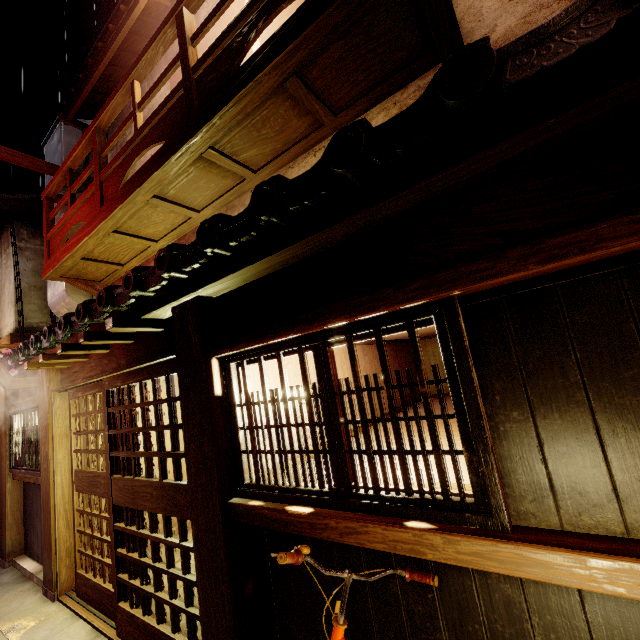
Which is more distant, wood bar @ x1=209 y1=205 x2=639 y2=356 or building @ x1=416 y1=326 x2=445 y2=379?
building @ x1=416 y1=326 x2=445 y2=379

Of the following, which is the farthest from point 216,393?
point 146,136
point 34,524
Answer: point 34,524

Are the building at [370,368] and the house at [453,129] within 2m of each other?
no

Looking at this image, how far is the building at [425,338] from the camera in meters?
10.4 m

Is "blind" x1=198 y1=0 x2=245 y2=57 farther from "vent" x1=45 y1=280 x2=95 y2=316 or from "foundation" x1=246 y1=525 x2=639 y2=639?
"foundation" x1=246 y1=525 x2=639 y2=639

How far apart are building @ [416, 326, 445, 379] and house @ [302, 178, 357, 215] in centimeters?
977cm

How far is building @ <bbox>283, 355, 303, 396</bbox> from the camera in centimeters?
656cm

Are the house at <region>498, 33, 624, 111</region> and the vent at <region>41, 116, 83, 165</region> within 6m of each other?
no
